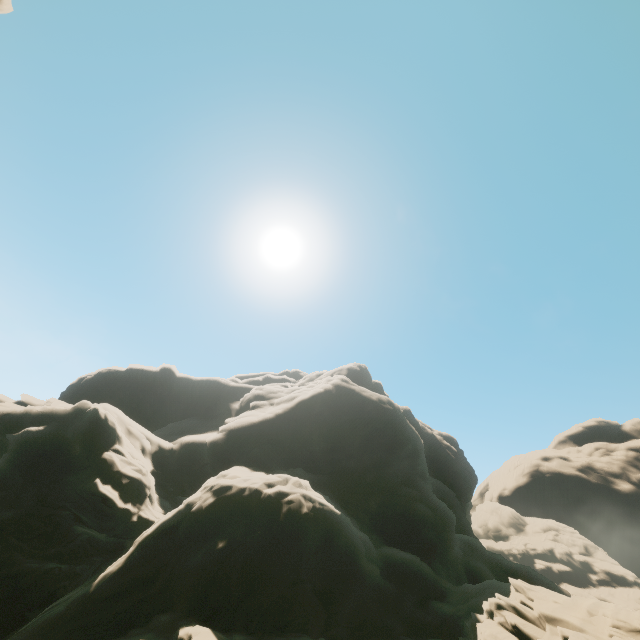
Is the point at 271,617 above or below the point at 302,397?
below
